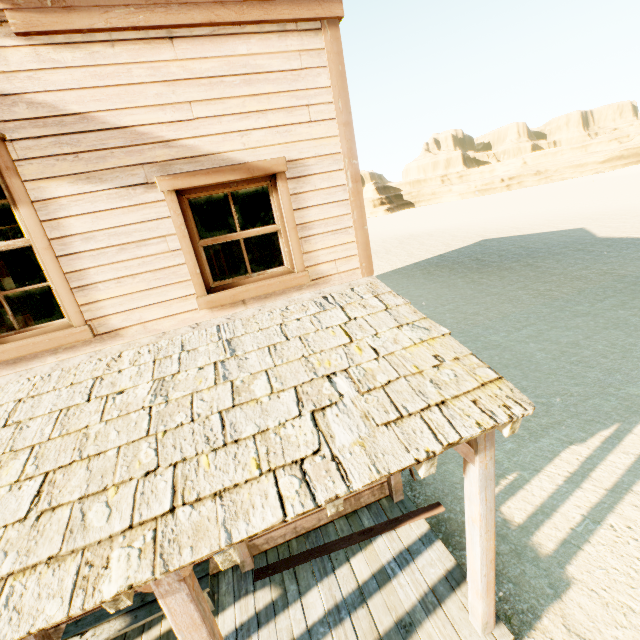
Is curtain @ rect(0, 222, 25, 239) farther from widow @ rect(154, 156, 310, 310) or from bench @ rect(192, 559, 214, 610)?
bench @ rect(192, 559, 214, 610)

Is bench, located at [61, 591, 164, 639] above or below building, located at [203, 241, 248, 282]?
below

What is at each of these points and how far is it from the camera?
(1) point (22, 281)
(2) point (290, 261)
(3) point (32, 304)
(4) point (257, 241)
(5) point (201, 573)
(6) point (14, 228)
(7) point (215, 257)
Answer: (1) building, 5.34m
(2) widow, 3.73m
(3) building, 5.46m
(4) building, 9.99m
(5) bench, 4.05m
(6) curtain, 3.01m
(7) building, 8.34m

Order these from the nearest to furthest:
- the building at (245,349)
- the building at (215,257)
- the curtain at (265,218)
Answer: the building at (245,349), the curtain at (265,218), the building at (215,257)

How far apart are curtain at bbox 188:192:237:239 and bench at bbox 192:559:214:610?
4.0m

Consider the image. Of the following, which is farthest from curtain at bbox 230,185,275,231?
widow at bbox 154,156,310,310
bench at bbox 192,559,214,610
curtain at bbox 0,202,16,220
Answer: bench at bbox 192,559,214,610

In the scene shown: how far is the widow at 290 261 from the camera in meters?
3.2 m

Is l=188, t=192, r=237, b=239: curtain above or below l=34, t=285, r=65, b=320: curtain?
above
